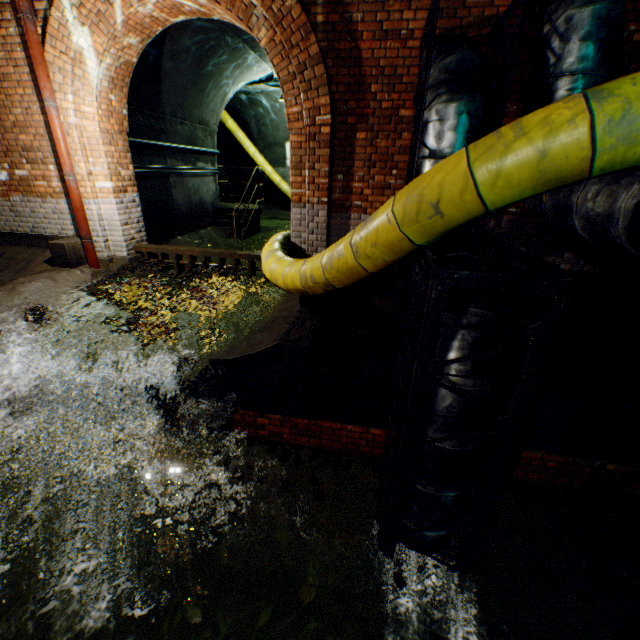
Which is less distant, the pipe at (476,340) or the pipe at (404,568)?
the pipe at (476,340)

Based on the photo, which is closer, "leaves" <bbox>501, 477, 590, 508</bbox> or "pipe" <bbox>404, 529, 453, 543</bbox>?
"pipe" <bbox>404, 529, 453, 543</bbox>

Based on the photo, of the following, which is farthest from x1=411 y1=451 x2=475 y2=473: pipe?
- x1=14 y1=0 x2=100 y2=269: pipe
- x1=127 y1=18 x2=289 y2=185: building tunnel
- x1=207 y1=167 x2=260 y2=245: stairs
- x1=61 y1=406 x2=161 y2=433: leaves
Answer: x1=207 y1=167 x2=260 y2=245: stairs

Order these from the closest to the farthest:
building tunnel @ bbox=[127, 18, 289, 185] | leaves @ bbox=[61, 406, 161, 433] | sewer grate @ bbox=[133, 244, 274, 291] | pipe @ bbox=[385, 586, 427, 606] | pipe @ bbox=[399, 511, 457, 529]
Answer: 1. pipe @ bbox=[399, 511, 457, 529]
2. pipe @ bbox=[385, 586, 427, 606]
3. leaves @ bbox=[61, 406, 161, 433]
4. sewer grate @ bbox=[133, 244, 274, 291]
5. building tunnel @ bbox=[127, 18, 289, 185]

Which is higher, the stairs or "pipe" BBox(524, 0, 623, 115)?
"pipe" BBox(524, 0, 623, 115)

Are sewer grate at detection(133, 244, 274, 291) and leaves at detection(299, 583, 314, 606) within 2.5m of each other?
no

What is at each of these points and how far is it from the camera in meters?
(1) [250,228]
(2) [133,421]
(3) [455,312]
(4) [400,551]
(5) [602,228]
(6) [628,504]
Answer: (1) stairs, 10.0
(2) leaves, 4.3
(3) pipe, 2.3
(4) pipe, 3.0
(5) pipe, 2.1
(6) leaves, 3.4

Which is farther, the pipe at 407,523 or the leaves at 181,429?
the leaves at 181,429
